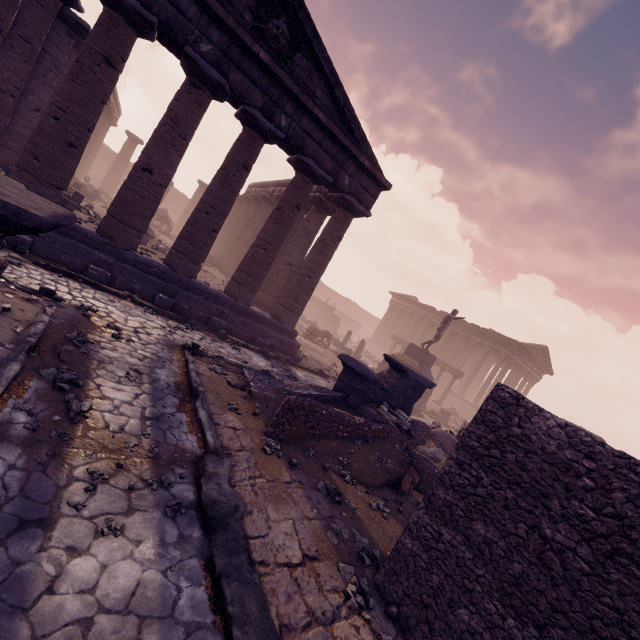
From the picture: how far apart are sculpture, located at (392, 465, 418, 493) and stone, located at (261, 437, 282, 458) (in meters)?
2.82

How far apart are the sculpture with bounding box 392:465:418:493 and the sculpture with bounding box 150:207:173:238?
21.2m

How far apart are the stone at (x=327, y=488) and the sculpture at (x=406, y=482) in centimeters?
181cm

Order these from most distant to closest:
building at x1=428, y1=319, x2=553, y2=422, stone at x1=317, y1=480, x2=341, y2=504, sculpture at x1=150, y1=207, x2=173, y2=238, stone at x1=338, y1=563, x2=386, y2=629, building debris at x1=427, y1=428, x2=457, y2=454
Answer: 1. building at x1=428, y1=319, x2=553, y2=422
2. sculpture at x1=150, y1=207, x2=173, y2=238
3. building debris at x1=427, y1=428, x2=457, y2=454
4. stone at x1=317, y1=480, x2=341, y2=504
5. stone at x1=338, y1=563, x2=386, y2=629

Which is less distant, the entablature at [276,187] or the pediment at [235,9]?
the pediment at [235,9]

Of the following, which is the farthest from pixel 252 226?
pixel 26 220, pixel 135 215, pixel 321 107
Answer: pixel 26 220

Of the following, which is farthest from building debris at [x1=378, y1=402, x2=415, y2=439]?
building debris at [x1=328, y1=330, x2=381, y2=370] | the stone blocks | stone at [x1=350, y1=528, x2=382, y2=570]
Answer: the stone blocks

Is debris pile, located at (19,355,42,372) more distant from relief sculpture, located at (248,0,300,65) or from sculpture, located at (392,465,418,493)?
relief sculpture, located at (248,0,300,65)
